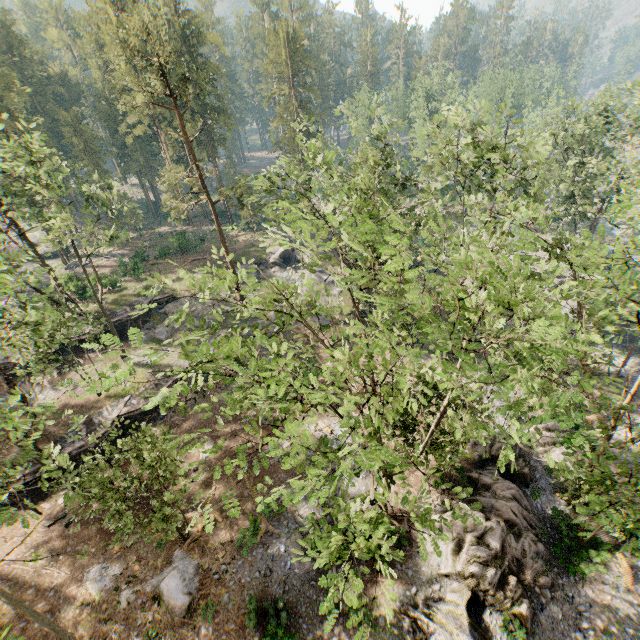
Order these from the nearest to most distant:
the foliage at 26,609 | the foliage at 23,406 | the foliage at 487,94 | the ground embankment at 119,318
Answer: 1. the foliage at 23,406
2. the foliage at 26,609
3. the foliage at 487,94
4. the ground embankment at 119,318

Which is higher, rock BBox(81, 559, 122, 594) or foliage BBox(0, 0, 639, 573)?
foliage BBox(0, 0, 639, 573)

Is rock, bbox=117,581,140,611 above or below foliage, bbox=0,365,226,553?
below

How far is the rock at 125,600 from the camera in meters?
17.1

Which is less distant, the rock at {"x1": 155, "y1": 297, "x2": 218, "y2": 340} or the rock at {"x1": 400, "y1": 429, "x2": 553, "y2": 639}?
the rock at {"x1": 400, "y1": 429, "x2": 553, "y2": 639}

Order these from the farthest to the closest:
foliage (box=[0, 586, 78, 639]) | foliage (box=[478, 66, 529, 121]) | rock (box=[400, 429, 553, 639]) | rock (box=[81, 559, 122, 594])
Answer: rock (box=[81, 559, 122, 594])
foliage (box=[478, 66, 529, 121])
rock (box=[400, 429, 553, 639])
foliage (box=[0, 586, 78, 639])

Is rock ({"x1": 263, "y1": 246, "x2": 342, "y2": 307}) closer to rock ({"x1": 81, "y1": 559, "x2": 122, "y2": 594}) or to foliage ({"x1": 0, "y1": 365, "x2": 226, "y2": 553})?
foliage ({"x1": 0, "y1": 365, "x2": 226, "y2": 553})

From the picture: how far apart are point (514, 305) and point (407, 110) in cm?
5089
